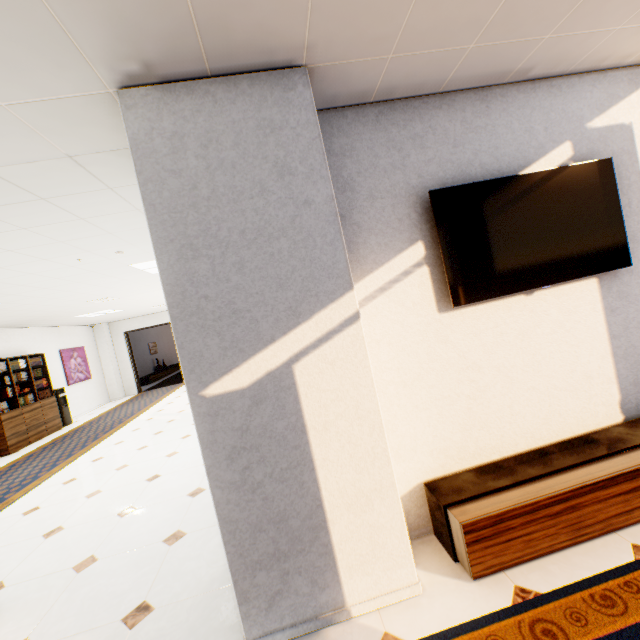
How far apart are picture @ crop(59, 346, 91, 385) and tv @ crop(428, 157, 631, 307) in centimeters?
1216cm

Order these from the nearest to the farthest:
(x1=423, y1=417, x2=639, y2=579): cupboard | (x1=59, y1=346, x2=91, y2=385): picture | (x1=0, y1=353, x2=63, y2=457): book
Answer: (x1=423, y1=417, x2=639, y2=579): cupboard
(x1=0, y1=353, x2=63, y2=457): book
(x1=59, y1=346, x2=91, y2=385): picture

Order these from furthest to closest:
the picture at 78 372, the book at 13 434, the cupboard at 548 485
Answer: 1. the picture at 78 372
2. the book at 13 434
3. the cupboard at 548 485

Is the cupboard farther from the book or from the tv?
the book

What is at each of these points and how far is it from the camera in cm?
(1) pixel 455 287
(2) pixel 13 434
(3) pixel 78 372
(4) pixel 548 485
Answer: (1) tv, 219
(2) book, 743
(3) picture, 1076
(4) cupboard, 196

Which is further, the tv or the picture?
the picture

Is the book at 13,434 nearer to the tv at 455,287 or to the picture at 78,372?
the picture at 78,372

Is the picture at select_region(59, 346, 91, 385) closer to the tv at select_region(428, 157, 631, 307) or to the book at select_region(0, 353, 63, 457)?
the book at select_region(0, 353, 63, 457)
